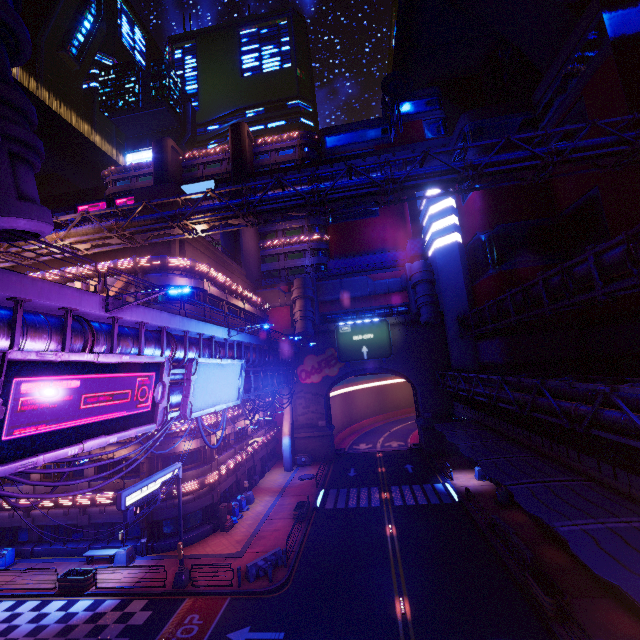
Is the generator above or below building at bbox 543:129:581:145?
below

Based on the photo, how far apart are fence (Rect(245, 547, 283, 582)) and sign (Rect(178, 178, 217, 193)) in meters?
53.1

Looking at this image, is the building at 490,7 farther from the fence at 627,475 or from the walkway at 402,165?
the fence at 627,475

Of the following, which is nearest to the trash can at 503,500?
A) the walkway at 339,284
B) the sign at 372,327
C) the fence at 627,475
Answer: the fence at 627,475

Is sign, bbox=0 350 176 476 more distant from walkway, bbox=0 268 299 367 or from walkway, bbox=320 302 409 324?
walkway, bbox=320 302 409 324

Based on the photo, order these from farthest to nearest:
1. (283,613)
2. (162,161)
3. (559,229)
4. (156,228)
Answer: (162,161) < (559,229) < (156,228) < (283,613)

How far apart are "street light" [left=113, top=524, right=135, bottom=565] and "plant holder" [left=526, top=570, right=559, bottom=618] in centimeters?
2515cm

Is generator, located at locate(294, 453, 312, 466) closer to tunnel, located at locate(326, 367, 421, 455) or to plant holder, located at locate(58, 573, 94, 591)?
tunnel, located at locate(326, 367, 421, 455)
